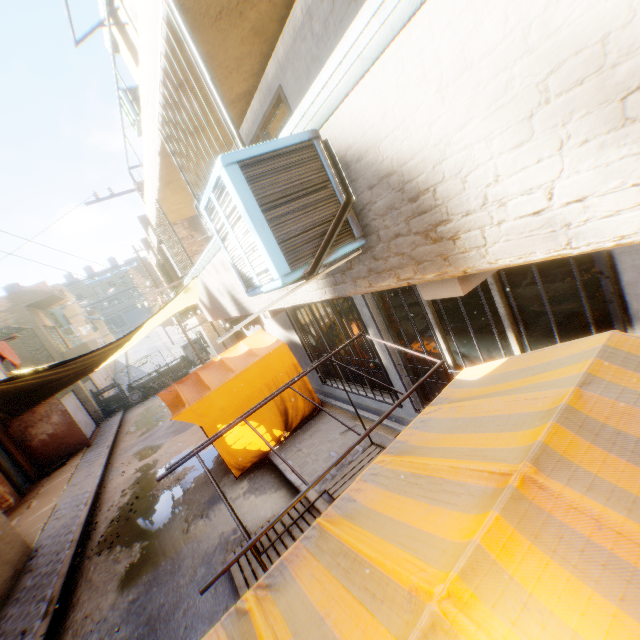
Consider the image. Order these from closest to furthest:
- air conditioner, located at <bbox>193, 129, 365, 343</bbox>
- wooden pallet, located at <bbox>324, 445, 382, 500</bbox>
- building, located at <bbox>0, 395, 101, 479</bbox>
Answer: air conditioner, located at <bbox>193, 129, 365, 343</bbox>, wooden pallet, located at <bbox>324, 445, 382, 500</bbox>, building, located at <bbox>0, 395, 101, 479</bbox>

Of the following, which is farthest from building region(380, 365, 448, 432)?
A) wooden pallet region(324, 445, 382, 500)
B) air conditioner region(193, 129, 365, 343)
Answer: wooden pallet region(324, 445, 382, 500)

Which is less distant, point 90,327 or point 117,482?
point 117,482

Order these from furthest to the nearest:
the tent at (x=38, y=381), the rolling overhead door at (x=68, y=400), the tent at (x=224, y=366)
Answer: the rolling overhead door at (x=68, y=400)
the tent at (x=224, y=366)
the tent at (x=38, y=381)

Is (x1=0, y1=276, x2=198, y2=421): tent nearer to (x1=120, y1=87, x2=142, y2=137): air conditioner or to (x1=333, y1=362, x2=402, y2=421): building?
(x1=333, y1=362, x2=402, y2=421): building

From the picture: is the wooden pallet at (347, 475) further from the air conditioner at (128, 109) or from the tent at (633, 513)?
the air conditioner at (128, 109)

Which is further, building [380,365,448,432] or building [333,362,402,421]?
building [333,362,402,421]

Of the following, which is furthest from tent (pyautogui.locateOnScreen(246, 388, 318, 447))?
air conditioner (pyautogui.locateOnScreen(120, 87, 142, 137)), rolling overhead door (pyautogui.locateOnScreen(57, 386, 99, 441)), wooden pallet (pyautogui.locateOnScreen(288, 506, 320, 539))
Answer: rolling overhead door (pyautogui.locateOnScreen(57, 386, 99, 441))
